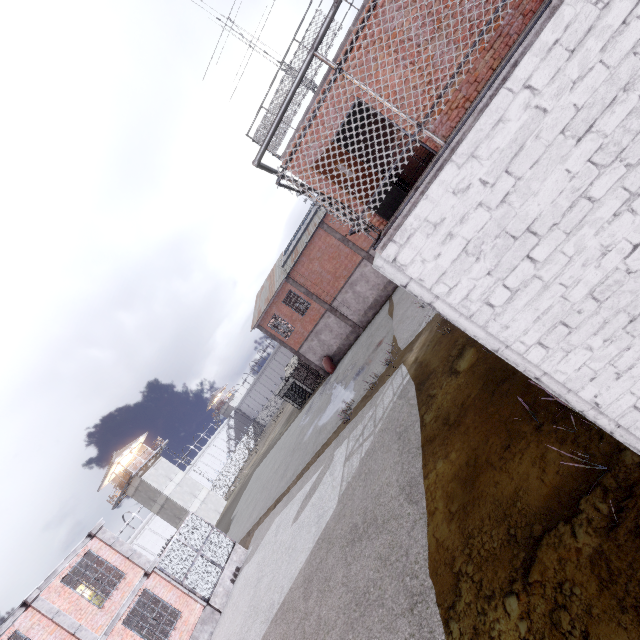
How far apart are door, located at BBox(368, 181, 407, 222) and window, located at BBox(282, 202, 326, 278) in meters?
23.5 m

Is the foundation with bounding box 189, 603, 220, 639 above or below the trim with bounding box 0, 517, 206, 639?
below

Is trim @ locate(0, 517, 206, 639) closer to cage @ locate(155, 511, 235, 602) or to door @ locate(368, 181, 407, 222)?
cage @ locate(155, 511, 235, 602)

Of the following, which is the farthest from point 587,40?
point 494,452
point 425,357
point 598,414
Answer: point 425,357

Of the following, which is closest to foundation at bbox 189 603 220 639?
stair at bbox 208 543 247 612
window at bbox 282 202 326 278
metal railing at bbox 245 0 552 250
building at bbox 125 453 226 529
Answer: stair at bbox 208 543 247 612

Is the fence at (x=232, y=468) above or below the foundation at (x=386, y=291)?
above

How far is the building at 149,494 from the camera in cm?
4088

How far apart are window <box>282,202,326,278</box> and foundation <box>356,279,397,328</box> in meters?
9.2 m
